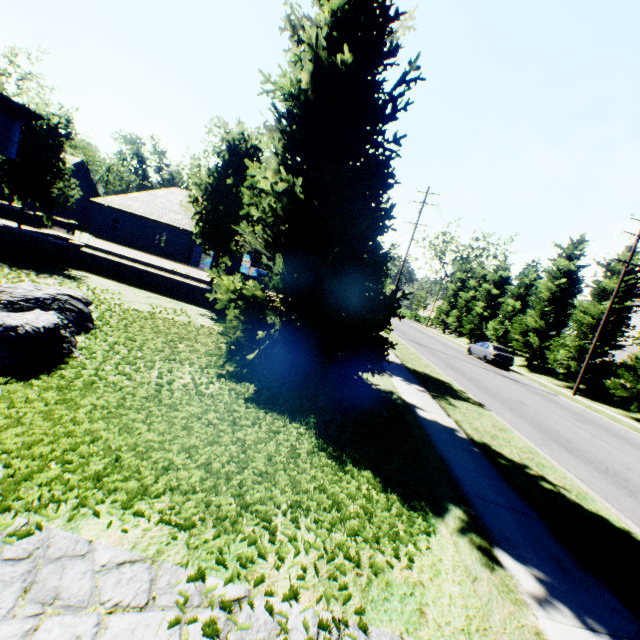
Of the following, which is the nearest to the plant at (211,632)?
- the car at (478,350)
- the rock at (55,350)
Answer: the rock at (55,350)

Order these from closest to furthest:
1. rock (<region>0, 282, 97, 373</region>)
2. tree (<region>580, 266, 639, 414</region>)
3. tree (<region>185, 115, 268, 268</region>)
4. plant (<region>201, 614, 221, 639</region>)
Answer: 1. plant (<region>201, 614, 221, 639</region>)
2. rock (<region>0, 282, 97, 373</region>)
3. tree (<region>185, 115, 268, 268</region>)
4. tree (<region>580, 266, 639, 414</region>)

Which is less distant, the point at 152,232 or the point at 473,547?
the point at 473,547

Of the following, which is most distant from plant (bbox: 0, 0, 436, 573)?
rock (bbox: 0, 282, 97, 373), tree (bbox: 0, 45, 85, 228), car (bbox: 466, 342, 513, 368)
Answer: car (bbox: 466, 342, 513, 368)

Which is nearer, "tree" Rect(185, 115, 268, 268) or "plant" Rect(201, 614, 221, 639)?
"plant" Rect(201, 614, 221, 639)

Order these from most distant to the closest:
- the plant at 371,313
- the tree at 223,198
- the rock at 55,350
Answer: the tree at 223,198 → the rock at 55,350 → the plant at 371,313

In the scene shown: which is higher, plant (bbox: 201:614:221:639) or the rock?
the rock
